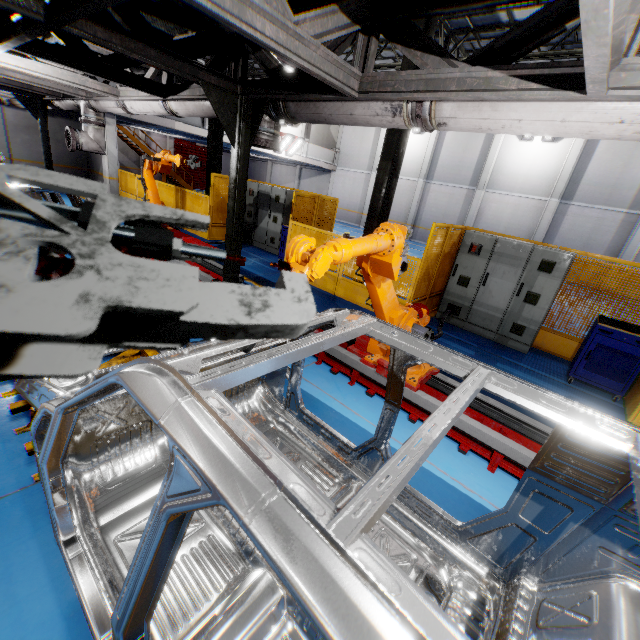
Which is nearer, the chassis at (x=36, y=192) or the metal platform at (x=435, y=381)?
the metal platform at (x=435, y=381)

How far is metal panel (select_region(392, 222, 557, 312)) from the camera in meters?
6.8

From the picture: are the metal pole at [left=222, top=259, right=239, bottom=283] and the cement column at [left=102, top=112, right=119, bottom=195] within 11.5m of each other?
no

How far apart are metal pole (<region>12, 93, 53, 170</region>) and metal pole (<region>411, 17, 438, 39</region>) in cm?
1024

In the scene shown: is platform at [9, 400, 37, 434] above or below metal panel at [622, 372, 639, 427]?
Answer: below

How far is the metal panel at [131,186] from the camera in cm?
1441

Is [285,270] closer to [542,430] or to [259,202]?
[542,430]

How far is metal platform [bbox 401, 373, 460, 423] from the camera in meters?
3.9
